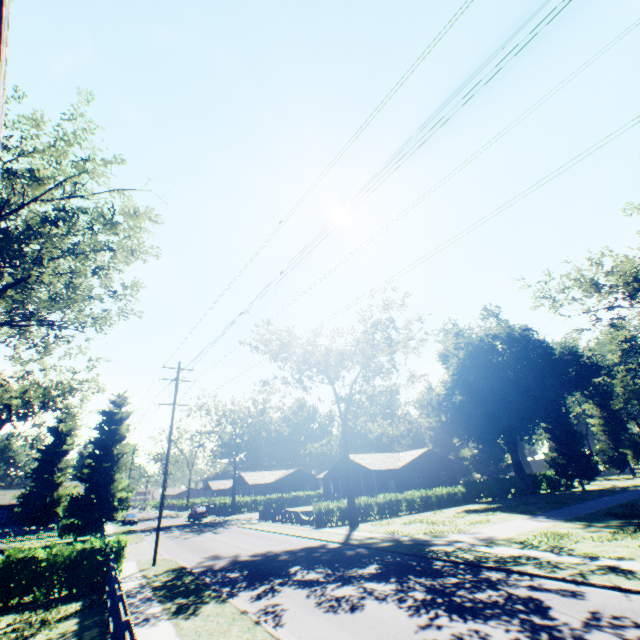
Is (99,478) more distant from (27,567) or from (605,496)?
(605,496)

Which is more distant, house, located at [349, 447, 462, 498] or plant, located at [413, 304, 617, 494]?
plant, located at [413, 304, 617, 494]

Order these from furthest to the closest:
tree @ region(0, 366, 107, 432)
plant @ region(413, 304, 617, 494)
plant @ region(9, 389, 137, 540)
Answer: plant @ region(413, 304, 617, 494) < tree @ region(0, 366, 107, 432) < plant @ region(9, 389, 137, 540)

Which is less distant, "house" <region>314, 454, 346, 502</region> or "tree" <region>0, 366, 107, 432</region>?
"tree" <region>0, 366, 107, 432</region>

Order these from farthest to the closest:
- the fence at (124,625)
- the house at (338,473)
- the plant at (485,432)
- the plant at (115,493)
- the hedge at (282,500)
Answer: the hedge at (282,500) < the house at (338,473) < the plant at (485,432) < the plant at (115,493) < the fence at (124,625)

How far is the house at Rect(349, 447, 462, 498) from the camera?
41.02m

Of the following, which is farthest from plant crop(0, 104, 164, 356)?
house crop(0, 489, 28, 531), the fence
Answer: the fence

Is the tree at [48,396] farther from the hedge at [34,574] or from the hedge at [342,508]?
the hedge at [342,508]
